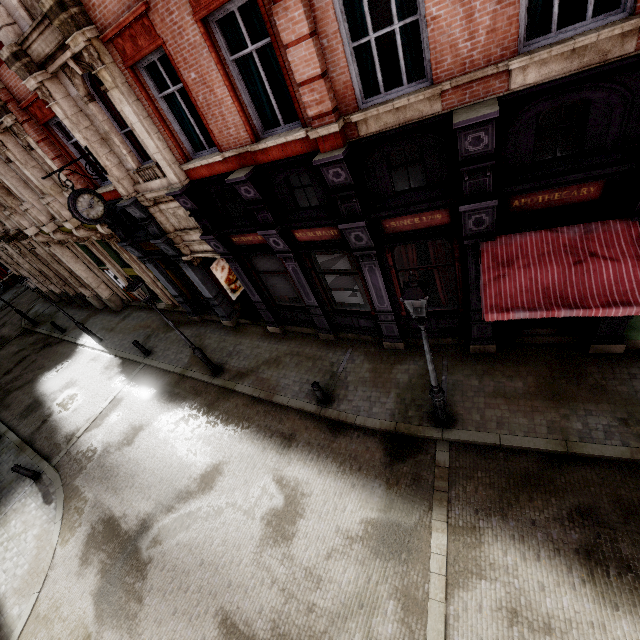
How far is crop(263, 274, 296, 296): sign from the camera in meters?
10.8

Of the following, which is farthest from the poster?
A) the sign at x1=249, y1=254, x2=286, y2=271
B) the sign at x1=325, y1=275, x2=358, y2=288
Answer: the sign at x1=325, y1=275, x2=358, y2=288

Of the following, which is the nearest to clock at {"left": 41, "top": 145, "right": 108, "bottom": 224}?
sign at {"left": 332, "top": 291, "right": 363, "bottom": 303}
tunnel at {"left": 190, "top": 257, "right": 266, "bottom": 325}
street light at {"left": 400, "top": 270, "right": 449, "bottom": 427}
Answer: tunnel at {"left": 190, "top": 257, "right": 266, "bottom": 325}

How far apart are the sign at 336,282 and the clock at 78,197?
7.04m

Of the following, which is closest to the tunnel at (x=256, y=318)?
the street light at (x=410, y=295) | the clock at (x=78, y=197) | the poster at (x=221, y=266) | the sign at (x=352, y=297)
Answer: the poster at (x=221, y=266)

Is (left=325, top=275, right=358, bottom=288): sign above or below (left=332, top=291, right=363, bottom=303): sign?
above

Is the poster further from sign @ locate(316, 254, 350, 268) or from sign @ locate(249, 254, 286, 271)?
sign @ locate(316, 254, 350, 268)

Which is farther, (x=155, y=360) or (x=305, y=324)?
(x=155, y=360)
